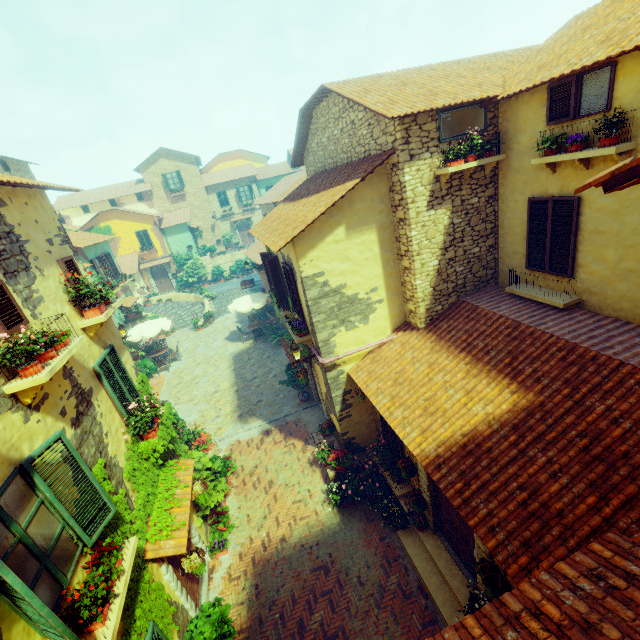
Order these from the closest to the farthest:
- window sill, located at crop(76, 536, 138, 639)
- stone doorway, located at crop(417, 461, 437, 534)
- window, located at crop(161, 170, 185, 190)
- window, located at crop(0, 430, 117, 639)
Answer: window, located at crop(0, 430, 117, 639) → window sill, located at crop(76, 536, 138, 639) → stone doorway, located at crop(417, 461, 437, 534) → window, located at crop(161, 170, 185, 190)

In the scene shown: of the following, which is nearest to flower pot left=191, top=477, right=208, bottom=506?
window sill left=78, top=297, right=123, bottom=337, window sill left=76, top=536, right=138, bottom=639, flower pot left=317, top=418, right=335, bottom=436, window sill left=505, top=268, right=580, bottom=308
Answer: window sill left=76, top=536, right=138, bottom=639

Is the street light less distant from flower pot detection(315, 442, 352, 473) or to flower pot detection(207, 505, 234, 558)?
flower pot detection(315, 442, 352, 473)

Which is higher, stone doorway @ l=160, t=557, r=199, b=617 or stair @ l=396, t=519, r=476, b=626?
stone doorway @ l=160, t=557, r=199, b=617

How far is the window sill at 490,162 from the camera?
7.00m

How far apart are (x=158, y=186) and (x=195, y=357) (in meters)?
22.52

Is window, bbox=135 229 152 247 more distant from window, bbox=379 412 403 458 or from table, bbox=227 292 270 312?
window, bbox=379 412 403 458

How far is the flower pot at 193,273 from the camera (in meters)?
29.05
